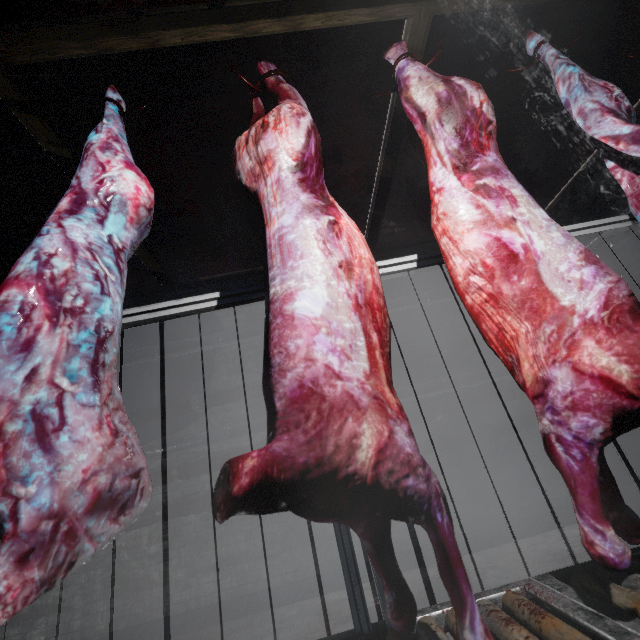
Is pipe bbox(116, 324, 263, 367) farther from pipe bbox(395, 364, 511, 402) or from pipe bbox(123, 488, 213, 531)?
pipe bbox(123, 488, 213, 531)

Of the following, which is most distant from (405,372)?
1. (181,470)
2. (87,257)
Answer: (87,257)

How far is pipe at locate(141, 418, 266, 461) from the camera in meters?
3.9

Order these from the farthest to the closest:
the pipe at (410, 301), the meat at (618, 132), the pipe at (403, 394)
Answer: the pipe at (410, 301)
the pipe at (403, 394)
the meat at (618, 132)

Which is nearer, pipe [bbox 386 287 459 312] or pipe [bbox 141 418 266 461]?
pipe [bbox 141 418 266 461]

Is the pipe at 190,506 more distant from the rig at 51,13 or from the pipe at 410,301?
the rig at 51,13

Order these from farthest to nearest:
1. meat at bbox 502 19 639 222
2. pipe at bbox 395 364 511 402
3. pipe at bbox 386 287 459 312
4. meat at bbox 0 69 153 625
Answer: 1. pipe at bbox 386 287 459 312
2. pipe at bbox 395 364 511 402
3. meat at bbox 502 19 639 222
4. meat at bbox 0 69 153 625

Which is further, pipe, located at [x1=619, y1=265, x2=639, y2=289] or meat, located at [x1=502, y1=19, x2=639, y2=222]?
pipe, located at [x1=619, y1=265, x2=639, y2=289]
